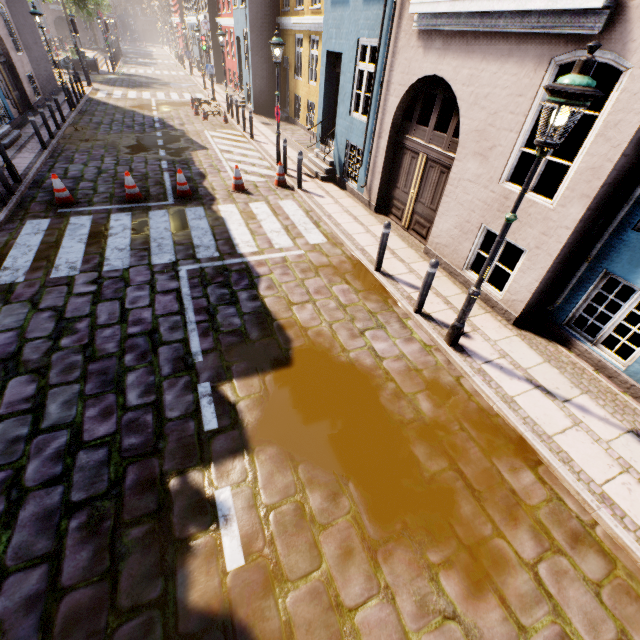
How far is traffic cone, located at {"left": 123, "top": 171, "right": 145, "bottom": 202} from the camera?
8.8 meters

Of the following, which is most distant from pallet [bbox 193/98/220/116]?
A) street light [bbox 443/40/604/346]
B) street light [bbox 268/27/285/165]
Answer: street light [bbox 443/40/604/346]

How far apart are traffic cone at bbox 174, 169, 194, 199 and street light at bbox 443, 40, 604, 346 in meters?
8.2 m

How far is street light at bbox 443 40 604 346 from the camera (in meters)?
3.00

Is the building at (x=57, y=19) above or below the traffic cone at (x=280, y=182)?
above

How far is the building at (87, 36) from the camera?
46.12m

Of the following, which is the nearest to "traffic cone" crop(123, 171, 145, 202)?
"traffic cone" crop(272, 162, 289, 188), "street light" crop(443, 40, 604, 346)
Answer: "traffic cone" crop(272, 162, 289, 188)

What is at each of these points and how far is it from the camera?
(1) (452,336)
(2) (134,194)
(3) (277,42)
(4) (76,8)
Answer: (1) street light, 5.29m
(2) traffic cone, 8.95m
(3) street light, 9.74m
(4) tree, 37.94m
